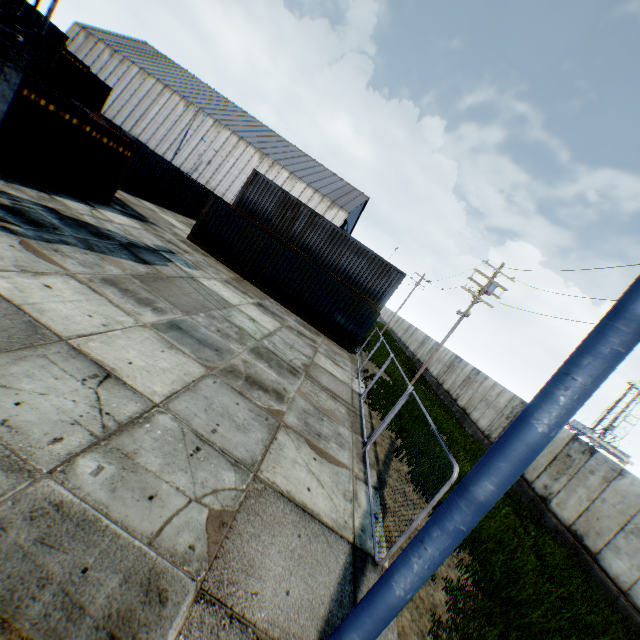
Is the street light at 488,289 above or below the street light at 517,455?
above

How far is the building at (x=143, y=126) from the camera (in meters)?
44.94

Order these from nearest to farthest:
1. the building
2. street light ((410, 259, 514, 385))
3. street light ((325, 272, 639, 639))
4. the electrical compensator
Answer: street light ((325, 272, 639, 639)) → the electrical compensator → street light ((410, 259, 514, 385)) → the building

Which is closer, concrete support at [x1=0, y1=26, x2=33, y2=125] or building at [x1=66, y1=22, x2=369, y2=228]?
concrete support at [x1=0, y1=26, x2=33, y2=125]

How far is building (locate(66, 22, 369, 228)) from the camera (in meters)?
44.94

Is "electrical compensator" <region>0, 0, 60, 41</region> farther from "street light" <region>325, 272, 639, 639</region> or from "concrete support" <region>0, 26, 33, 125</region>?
"street light" <region>325, 272, 639, 639</region>

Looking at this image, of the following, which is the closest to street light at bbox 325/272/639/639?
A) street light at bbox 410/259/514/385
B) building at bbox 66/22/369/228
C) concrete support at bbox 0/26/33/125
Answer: concrete support at bbox 0/26/33/125

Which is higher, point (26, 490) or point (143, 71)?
point (143, 71)
